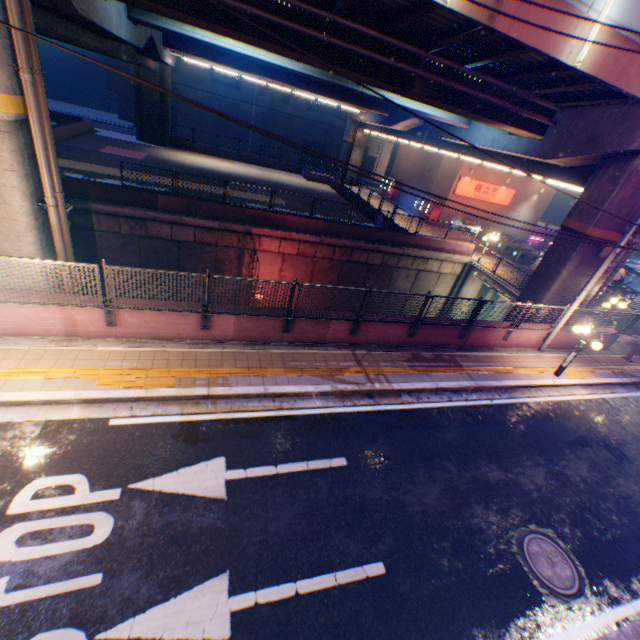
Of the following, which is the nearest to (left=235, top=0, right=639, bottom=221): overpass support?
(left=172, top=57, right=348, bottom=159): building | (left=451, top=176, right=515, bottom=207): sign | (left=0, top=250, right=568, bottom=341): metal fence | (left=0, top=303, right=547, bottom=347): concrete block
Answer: (left=0, top=250, right=568, bottom=341): metal fence

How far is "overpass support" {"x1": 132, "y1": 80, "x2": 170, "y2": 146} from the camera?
30.3m

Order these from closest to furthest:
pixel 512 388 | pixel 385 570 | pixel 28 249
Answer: pixel 385 570 < pixel 28 249 < pixel 512 388

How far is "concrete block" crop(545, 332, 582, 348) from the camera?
14.1 meters

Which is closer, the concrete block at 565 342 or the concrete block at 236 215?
the concrete block at 565 342

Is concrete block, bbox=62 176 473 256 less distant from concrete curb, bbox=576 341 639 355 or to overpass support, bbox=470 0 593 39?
overpass support, bbox=470 0 593 39

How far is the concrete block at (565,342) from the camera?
14.1 meters
